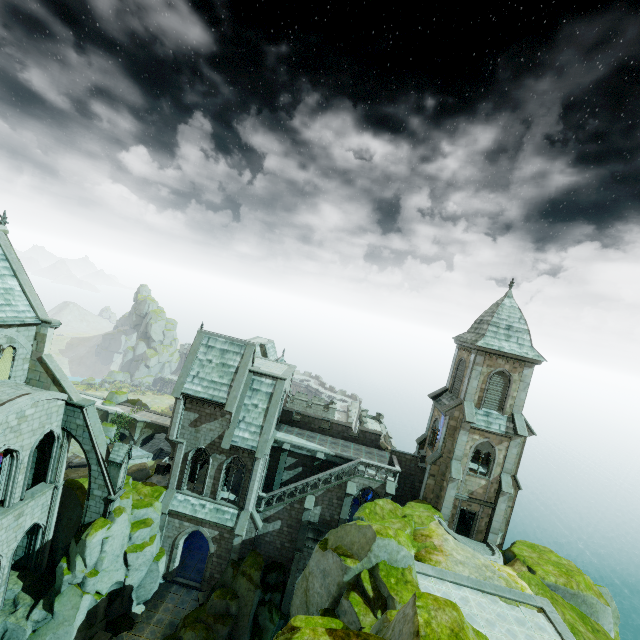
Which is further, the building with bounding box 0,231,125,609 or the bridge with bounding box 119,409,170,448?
the bridge with bounding box 119,409,170,448

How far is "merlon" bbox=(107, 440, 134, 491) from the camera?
23.0 meters

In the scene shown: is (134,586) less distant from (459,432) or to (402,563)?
(402,563)

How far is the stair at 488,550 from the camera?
22.15m

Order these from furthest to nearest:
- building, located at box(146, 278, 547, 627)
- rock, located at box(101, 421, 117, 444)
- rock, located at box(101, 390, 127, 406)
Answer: rock, located at box(101, 390, 127, 406)
rock, located at box(101, 421, 117, 444)
building, located at box(146, 278, 547, 627)

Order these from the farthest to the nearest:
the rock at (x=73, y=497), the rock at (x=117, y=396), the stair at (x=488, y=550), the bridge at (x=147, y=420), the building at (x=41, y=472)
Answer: the rock at (x=117, y=396), the bridge at (x=147, y=420), the stair at (x=488, y=550), the rock at (x=73, y=497), the building at (x=41, y=472)

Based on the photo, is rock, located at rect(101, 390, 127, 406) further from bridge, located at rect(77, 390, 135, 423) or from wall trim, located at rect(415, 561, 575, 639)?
wall trim, located at rect(415, 561, 575, 639)

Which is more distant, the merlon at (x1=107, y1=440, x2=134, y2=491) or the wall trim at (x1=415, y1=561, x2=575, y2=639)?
the merlon at (x1=107, y1=440, x2=134, y2=491)
